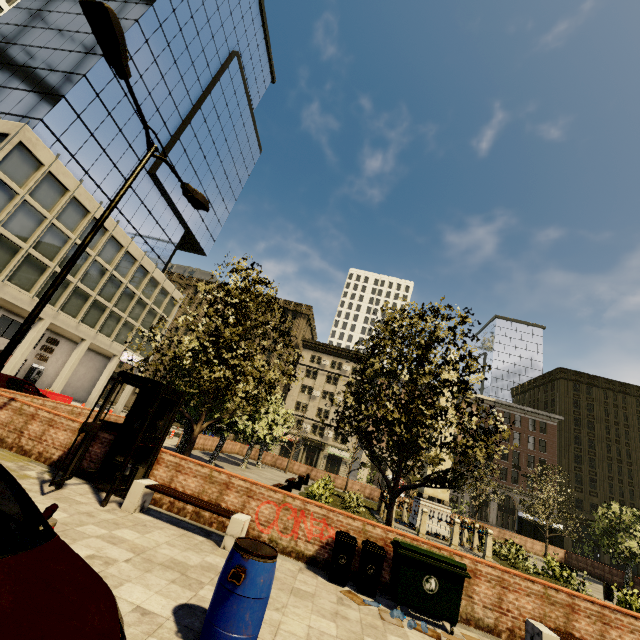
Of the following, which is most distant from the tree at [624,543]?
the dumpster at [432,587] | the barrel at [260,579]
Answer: the barrel at [260,579]

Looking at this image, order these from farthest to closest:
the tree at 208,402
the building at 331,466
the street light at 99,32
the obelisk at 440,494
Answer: the building at 331,466 < the obelisk at 440,494 < the tree at 208,402 < the street light at 99,32

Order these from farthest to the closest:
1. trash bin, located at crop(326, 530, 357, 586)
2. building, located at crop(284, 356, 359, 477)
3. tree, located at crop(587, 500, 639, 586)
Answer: building, located at crop(284, 356, 359, 477) → tree, located at crop(587, 500, 639, 586) → trash bin, located at crop(326, 530, 357, 586)

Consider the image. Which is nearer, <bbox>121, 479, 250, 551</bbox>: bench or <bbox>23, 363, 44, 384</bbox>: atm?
<bbox>121, 479, 250, 551</bbox>: bench

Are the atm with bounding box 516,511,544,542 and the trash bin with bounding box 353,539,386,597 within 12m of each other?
no

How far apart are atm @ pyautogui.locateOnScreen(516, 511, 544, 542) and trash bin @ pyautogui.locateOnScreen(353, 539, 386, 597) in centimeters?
3480cm

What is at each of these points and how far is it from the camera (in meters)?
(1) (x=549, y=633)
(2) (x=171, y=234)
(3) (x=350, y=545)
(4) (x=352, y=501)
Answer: (1) bench, 5.84
(2) building, 43.06
(3) trash bin, 6.85
(4) tree, 18.06

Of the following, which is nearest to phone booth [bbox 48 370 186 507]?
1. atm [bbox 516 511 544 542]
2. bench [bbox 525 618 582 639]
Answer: bench [bbox 525 618 582 639]
